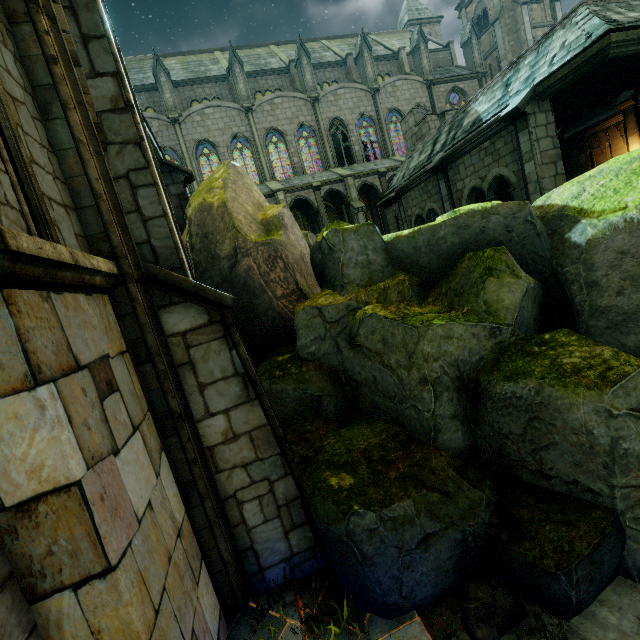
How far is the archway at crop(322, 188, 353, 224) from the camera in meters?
26.7 m

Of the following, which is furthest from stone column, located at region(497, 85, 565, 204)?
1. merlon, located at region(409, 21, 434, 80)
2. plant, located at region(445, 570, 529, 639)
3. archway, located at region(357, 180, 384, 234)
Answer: merlon, located at region(409, 21, 434, 80)

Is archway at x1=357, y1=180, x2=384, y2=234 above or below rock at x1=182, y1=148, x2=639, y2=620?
above

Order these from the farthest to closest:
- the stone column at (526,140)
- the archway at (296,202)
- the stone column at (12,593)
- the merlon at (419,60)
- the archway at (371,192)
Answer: the merlon at (419,60), the archway at (371,192), the archway at (296,202), the stone column at (526,140), the stone column at (12,593)

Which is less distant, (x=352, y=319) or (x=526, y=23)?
(x=352, y=319)

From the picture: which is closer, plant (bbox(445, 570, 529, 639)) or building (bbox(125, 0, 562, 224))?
plant (bbox(445, 570, 529, 639))

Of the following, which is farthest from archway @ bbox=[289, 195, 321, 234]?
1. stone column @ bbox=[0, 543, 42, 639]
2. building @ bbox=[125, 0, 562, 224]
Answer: stone column @ bbox=[0, 543, 42, 639]

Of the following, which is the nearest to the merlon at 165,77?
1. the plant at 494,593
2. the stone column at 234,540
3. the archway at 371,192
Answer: the archway at 371,192
